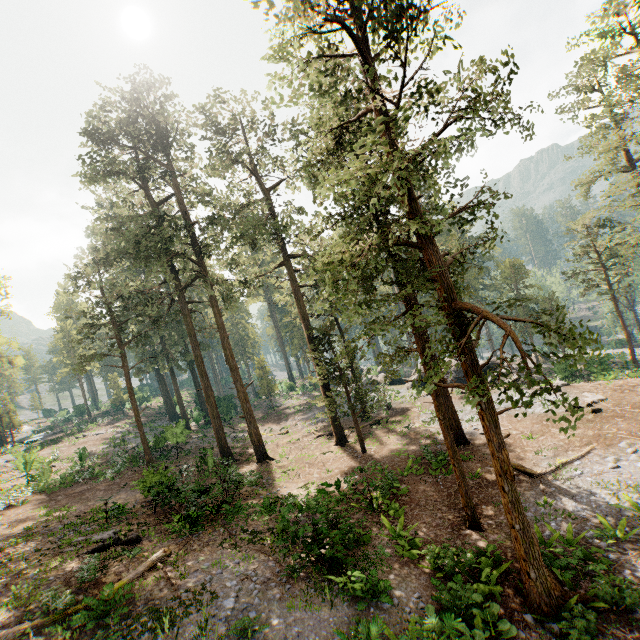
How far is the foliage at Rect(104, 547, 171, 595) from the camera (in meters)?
10.17

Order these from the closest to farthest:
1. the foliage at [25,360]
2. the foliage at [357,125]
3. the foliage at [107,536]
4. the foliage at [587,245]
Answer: the foliage at [357,125]
the foliage at [107,536]
the foliage at [587,245]
the foliage at [25,360]

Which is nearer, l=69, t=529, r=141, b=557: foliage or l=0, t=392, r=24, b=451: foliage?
l=69, t=529, r=141, b=557: foliage

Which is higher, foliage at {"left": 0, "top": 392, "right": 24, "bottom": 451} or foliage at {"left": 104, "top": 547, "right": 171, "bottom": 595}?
foliage at {"left": 0, "top": 392, "right": 24, "bottom": 451}

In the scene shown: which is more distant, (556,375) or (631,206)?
(631,206)

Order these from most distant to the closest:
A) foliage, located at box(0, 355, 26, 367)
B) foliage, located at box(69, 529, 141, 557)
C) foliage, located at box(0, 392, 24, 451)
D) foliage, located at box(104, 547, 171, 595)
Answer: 1. foliage, located at box(0, 355, 26, 367)
2. foliage, located at box(0, 392, 24, 451)
3. foliage, located at box(69, 529, 141, 557)
4. foliage, located at box(104, 547, 171, 595)

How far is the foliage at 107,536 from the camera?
13.0 meters
